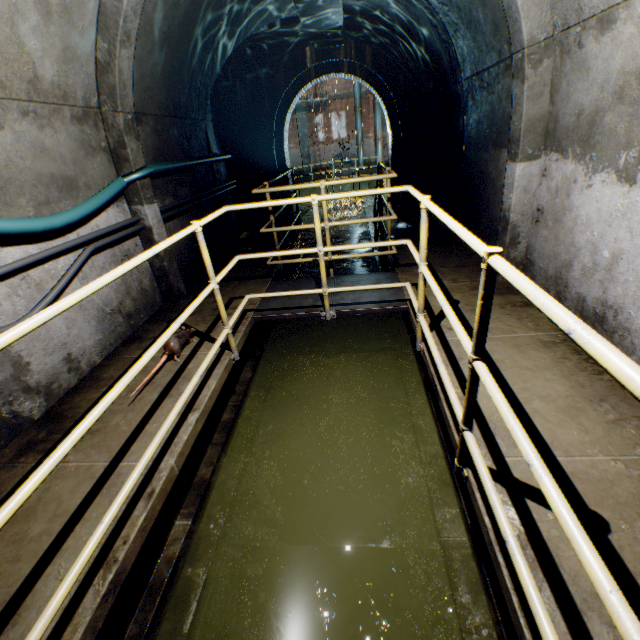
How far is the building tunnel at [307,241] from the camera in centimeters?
944cm

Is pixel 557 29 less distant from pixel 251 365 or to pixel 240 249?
pixel 251 365

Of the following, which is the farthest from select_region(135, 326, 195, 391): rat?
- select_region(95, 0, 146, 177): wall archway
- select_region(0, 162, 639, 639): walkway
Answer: select_region(95, 0, 146, 177): wall archway

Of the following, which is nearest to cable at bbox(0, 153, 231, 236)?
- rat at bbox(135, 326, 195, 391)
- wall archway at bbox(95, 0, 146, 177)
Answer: wall archway at bbox(95, 0, 146, 177)

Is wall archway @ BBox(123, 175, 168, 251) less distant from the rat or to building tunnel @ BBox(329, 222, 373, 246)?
building tunnel @ BBox(329, 222, 373, 246)

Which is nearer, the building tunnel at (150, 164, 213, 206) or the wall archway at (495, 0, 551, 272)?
the wall archway at (495, 0, 551, 272)

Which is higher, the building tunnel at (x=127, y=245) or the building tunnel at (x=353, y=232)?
the building tunnel at (x=127, y=245)
